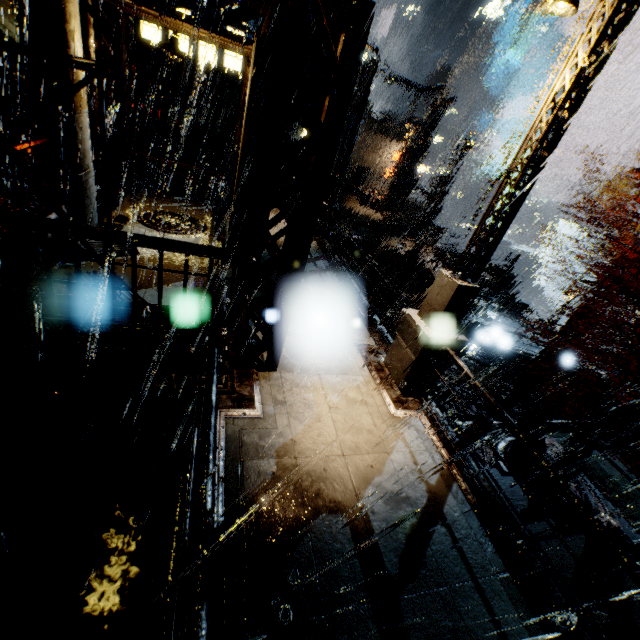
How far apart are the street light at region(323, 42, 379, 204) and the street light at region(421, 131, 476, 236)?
7.40m

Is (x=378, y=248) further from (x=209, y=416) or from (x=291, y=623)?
(x=291, y=623)

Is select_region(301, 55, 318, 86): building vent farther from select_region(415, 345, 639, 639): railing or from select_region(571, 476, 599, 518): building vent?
select_region(571, 476, 599, 518): building vent

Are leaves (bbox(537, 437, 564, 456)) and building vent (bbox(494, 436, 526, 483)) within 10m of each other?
yes

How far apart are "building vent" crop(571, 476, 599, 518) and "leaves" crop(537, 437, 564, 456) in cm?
0

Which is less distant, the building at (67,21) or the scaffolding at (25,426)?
the scaffolding at (25,426)

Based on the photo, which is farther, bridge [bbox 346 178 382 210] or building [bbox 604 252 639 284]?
bridge [bbox 346 178 382 210]

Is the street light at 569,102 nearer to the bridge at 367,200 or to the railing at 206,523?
the railing at 206,523
